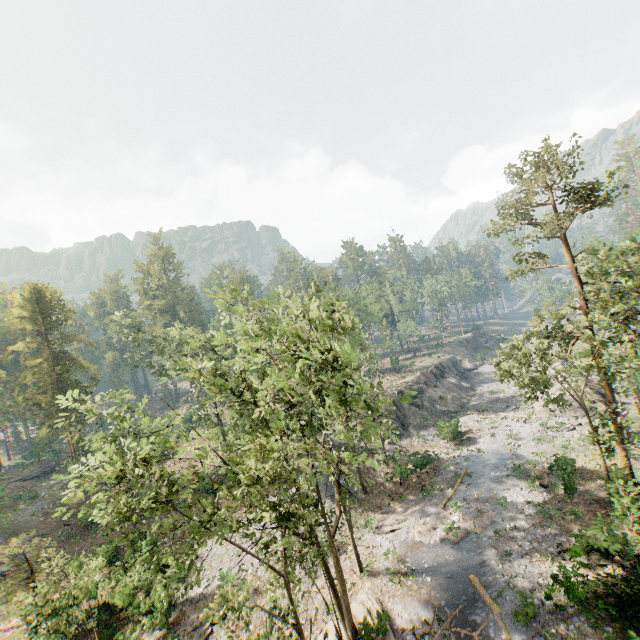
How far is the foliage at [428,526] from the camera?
23.3 meters

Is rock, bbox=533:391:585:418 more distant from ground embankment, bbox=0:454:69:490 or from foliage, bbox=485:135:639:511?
ground embankment, bbox=0:454:69:490

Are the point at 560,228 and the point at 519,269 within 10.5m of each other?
yes

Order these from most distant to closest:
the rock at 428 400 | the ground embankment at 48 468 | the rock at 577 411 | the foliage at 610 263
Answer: the ground embankment at 48 468
the rock at 428 400
the rock at 577 411
the foliage at 610 263

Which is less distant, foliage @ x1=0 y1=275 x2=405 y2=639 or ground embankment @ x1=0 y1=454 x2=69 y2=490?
foliage @ x1=0 y1=275 x2=405 y2=639

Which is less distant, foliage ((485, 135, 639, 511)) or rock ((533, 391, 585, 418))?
foliage ((485, 135, 639, 511))

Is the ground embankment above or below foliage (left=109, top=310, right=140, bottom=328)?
below
